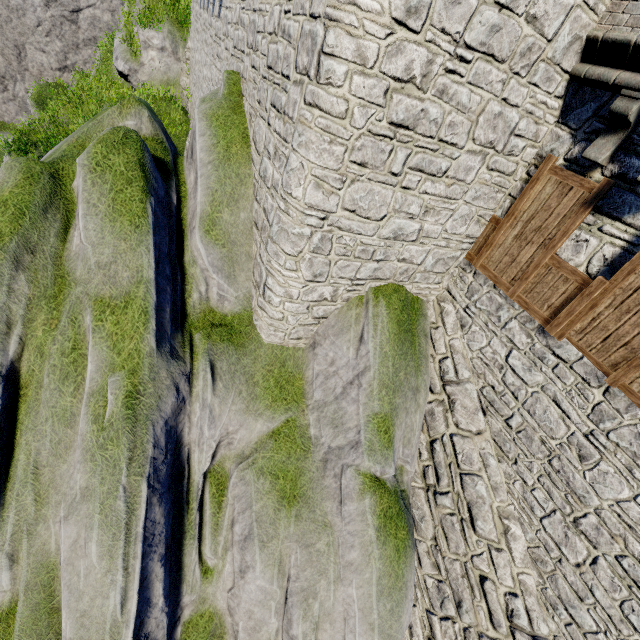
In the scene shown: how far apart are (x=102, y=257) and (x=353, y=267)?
4.3 meters
